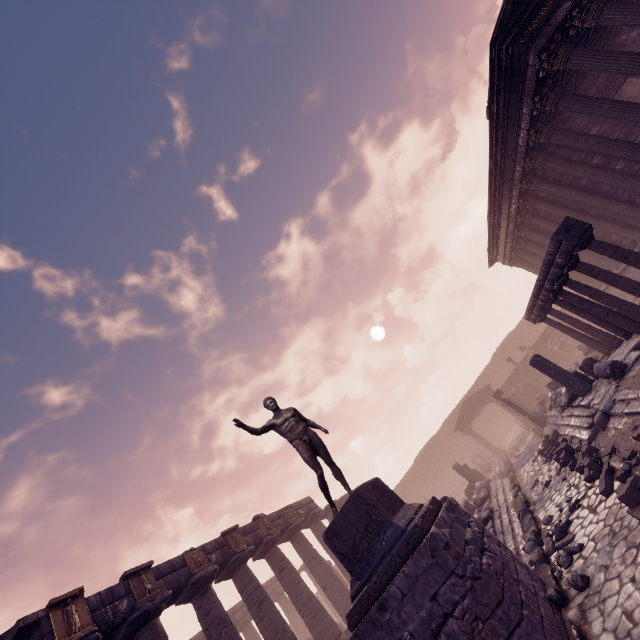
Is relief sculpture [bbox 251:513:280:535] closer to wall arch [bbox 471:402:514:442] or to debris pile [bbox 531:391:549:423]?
debris pile [bbox 531:391:549:423]

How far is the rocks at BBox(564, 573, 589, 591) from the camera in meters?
4.9

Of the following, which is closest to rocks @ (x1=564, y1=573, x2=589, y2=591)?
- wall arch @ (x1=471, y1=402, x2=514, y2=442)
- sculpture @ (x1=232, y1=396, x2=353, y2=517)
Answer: sculpture @ (x1=232, y1=396, x2=353, y2=517)

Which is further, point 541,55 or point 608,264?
point 608,264

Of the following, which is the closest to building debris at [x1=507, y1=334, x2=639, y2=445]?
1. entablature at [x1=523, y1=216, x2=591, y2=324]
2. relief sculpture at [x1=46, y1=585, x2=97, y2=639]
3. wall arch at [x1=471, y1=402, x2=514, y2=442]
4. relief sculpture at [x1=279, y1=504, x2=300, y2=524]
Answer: entablature at [x1=523, y1=216, x2=591, y2=324]

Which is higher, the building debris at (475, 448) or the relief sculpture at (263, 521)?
the relief sculpture at (263, 521)

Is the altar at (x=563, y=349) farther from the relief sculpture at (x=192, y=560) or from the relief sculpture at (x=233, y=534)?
the relief sculpture at (x=192, y=560)

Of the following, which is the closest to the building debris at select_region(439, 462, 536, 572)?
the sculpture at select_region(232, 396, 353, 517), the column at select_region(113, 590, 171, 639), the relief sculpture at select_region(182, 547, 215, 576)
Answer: the sculpture at select_region(232, 396, 353, 517)
